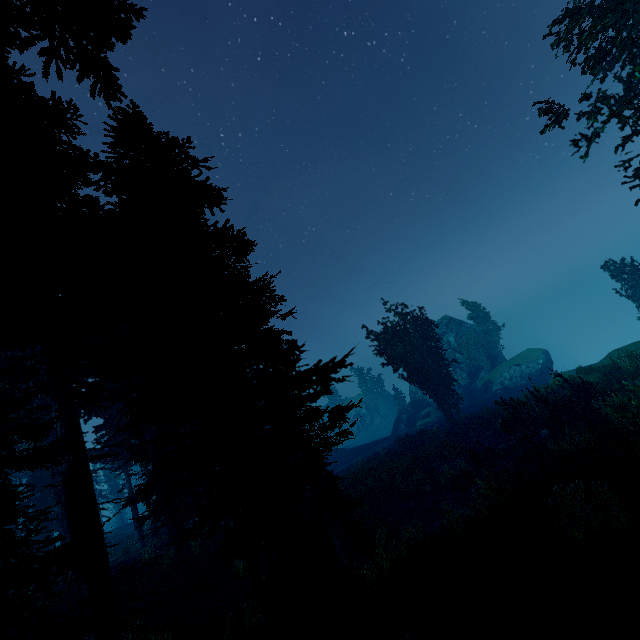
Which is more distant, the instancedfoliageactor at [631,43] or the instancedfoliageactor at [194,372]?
the instancedfoliageactor at [631,43]

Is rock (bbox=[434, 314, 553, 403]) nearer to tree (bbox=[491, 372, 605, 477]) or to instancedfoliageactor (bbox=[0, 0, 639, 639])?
instancedfoliageactor (bbox=[0, 0, 639, 639])

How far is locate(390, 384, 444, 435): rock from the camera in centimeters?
4462cm

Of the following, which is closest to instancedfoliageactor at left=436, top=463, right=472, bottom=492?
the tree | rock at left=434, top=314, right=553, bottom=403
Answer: rock at left=434, top=314, right=553, bottom=403

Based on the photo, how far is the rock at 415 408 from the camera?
44.62m

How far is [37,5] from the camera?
4.30m

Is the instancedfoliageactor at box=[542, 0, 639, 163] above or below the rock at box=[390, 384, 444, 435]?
above
